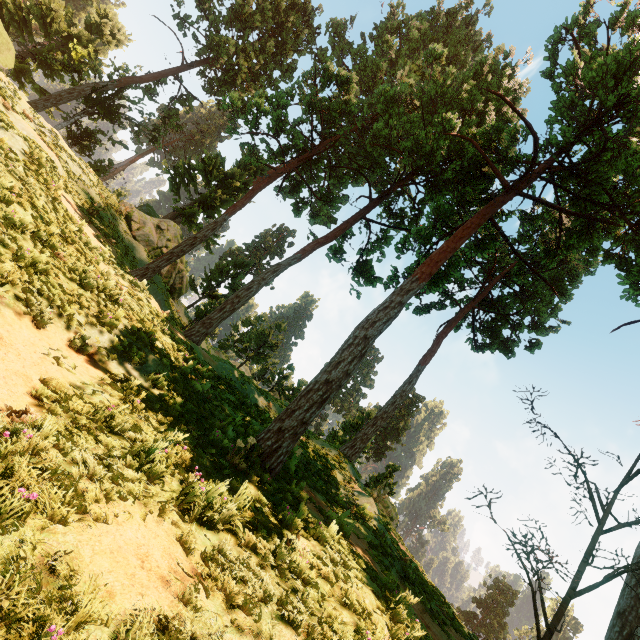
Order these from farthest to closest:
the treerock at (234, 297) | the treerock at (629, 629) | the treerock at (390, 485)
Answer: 1. the treerock at (390, 485)
2. the treerock at (234, 297)
3. the treerock at (629, 629)

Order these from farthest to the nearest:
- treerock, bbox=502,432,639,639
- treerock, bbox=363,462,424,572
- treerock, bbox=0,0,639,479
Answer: treerock, bbox=363,462,424,572 < treerock, bbox=0,0,639,479 < treerock, bbox=502,432,639,639

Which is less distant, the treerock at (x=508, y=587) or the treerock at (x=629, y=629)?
the treerock at (x=629, y=629)

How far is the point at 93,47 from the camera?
32.0 meters

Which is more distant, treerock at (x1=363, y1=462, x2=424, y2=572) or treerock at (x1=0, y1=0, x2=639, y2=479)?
treerock at (x1=363, y1=462, x2=424, y2=572)

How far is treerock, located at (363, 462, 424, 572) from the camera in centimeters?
1316cm
